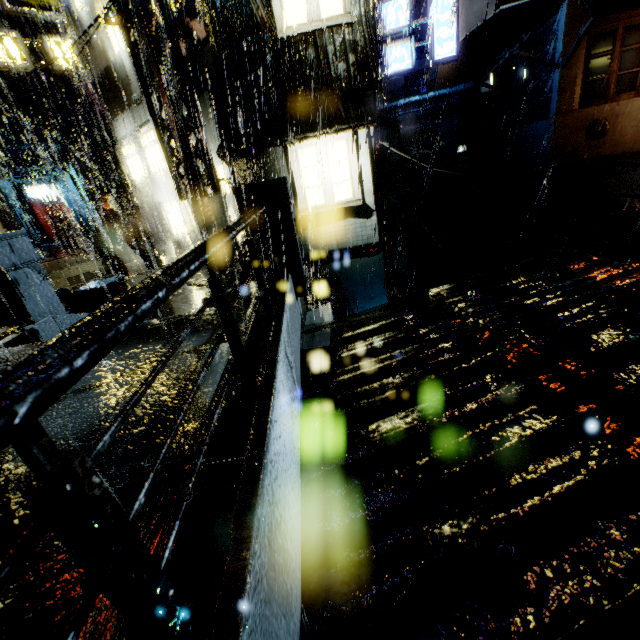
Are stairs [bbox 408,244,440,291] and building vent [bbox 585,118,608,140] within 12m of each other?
yes

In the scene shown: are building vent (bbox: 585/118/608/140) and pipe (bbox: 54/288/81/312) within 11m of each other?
no

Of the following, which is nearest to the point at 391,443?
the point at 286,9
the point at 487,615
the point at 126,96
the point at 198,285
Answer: the point at 487,615

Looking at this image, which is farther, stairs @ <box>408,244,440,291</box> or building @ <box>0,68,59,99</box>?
building @ <box>0,68,59,99</box>

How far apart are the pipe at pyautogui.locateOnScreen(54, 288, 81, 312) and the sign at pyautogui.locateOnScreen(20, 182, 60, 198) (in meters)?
29.52

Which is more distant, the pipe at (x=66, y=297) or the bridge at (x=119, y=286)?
the pipe at (x=66, y=297)

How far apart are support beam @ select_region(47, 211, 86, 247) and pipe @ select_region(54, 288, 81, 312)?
A: 15.3 meters

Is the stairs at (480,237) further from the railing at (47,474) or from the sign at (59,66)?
the sign at (59,66)
